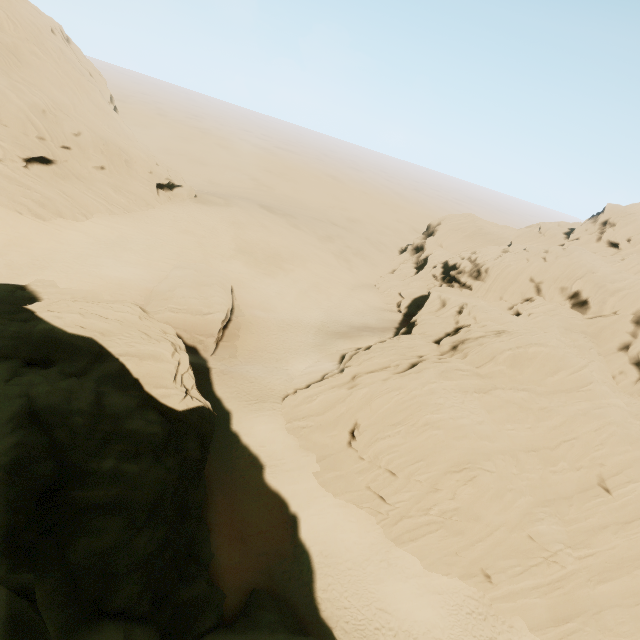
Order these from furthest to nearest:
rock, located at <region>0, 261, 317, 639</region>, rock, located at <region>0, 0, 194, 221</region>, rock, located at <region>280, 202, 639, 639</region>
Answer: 1. rock, located at <region>0, 0, 194, 221</region>
2. rock, located at <region>280, 202, 639, 639</region>
3. rock, located at <region>0, 261, 317, 639</region>

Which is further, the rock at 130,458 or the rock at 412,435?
the rock at 412,435

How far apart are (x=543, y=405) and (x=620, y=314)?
20.0m

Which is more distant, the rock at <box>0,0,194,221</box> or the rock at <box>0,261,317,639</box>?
the rock at <box>0,0,194,221</box>

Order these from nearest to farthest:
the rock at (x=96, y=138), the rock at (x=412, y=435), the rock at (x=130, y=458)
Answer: the rock at (x=130, y=458)
the rock at (x=412, y=435)
the rock at (x=96, y=138)
